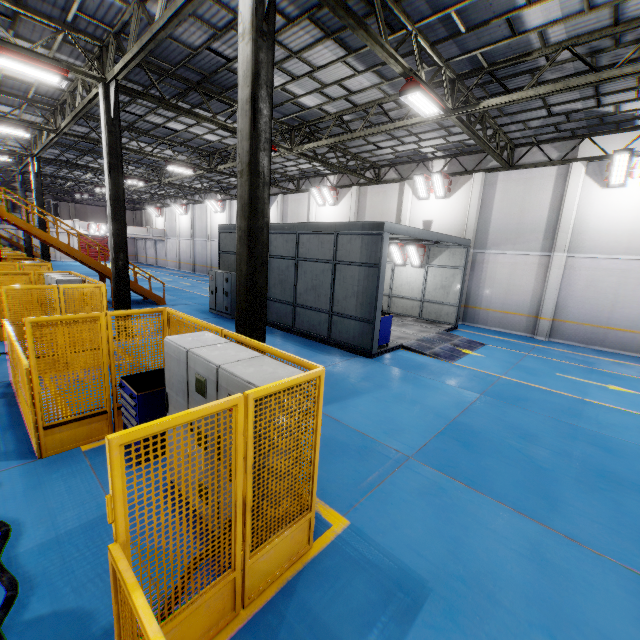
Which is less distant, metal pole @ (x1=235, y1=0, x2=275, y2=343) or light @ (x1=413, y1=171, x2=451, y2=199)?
metal pole @ (x1=235, y1=0, x2=275, y2=343)

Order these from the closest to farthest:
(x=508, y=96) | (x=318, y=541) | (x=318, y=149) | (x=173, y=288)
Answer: (x=318, y=541), (x=508, y=96), (x=318, y=149), (x=173, y=288)

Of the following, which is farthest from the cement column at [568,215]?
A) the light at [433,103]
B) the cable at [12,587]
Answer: the cable at [12,587]

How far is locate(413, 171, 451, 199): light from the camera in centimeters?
1725cm

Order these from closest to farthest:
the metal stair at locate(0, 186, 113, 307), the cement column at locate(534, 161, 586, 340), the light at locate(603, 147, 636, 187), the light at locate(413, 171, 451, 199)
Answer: the light at locate(603, 147, 636, 187), the metal stair at locate(0, 186, 113, 307), the cement column at locate(534, 161, 586, 340), the light at locate(413, 171, 451, 199)

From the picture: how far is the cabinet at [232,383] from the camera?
3.2 meters

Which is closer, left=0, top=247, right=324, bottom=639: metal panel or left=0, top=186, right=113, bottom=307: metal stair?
left=0, top=247, right=324, bottom=639: metal panel

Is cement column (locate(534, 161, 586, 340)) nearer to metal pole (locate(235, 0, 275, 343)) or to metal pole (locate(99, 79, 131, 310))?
metal pole (locate(235, 0, 275, 343))
